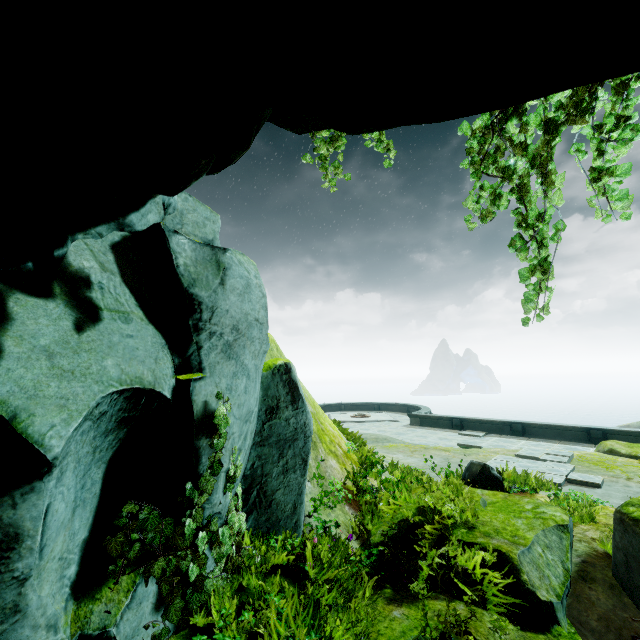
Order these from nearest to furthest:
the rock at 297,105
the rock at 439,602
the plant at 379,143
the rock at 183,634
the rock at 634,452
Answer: the rock at 297,105 → the rock at 183,634 → the rock at 439,602 → the plant at 379,143 → the rock at 634,452

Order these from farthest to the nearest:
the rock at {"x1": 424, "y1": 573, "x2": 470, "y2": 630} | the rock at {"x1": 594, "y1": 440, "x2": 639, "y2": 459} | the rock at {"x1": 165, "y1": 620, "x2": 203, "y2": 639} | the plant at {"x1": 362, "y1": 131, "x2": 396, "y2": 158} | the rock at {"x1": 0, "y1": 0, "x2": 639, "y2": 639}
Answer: the rock at {"x1": 594, "y1": 440, "x2": 639, "y2": 459}
the plant at {"x1": 362, "y1": 131, "x2": 396, "y2": 158}
the rock at {"x1": 424, "y1": 573, "x2": 470, "y2": 630}
the rock at {"x1": 165, "y1": 620, "x2": 203, "y2": 639}
the rock at {"x1": 0, "y1": 0, "x2": 639, "y2": 639}

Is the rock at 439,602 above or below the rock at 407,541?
below

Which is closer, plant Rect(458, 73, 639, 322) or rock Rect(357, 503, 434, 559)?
plant Rect(458, 73, 639, 322)

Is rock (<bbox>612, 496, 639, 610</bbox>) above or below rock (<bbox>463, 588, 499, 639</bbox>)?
above

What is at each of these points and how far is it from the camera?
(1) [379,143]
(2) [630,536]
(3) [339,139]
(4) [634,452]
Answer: (1) plant, 4.57m
(2) rock, 3.68m
(3) plant, 4.73m
(4) rock, 12.14m
